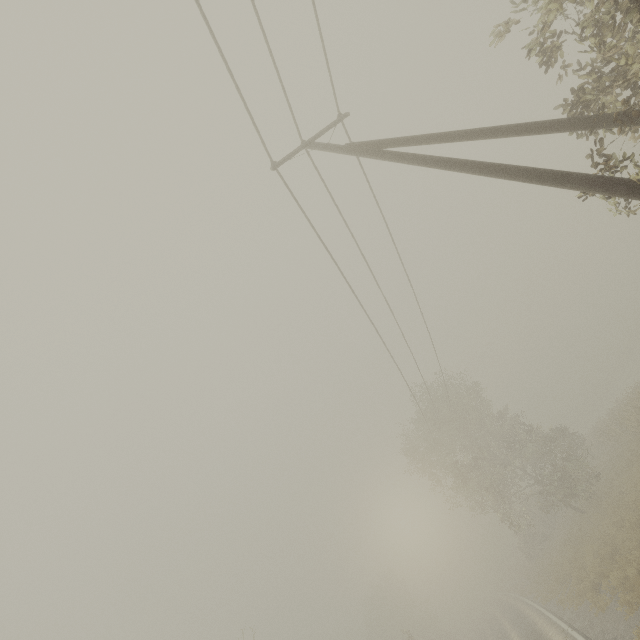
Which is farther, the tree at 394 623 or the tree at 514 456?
the tree at 394 623

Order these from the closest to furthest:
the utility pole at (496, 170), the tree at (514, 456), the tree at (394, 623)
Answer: the utility pole at (496, 170)
the tree at (514, 456)
the tree at (394, 623)

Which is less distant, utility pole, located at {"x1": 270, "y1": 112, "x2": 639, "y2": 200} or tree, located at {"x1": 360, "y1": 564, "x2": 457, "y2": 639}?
utility pole, located at {"x1": 270, "y1": 112, "x2": 639, "y2": 200}

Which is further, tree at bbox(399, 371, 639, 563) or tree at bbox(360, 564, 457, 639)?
tree at bbox(360, 564, 457, 639)

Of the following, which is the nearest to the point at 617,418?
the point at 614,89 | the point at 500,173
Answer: the point at 614,89

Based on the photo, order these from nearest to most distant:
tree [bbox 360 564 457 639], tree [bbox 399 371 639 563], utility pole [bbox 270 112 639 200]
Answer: utility pole [bbox 270 112 639 200]
tree [bbox 399 371 639 563]
tree [bbox 360 564 457 639]
